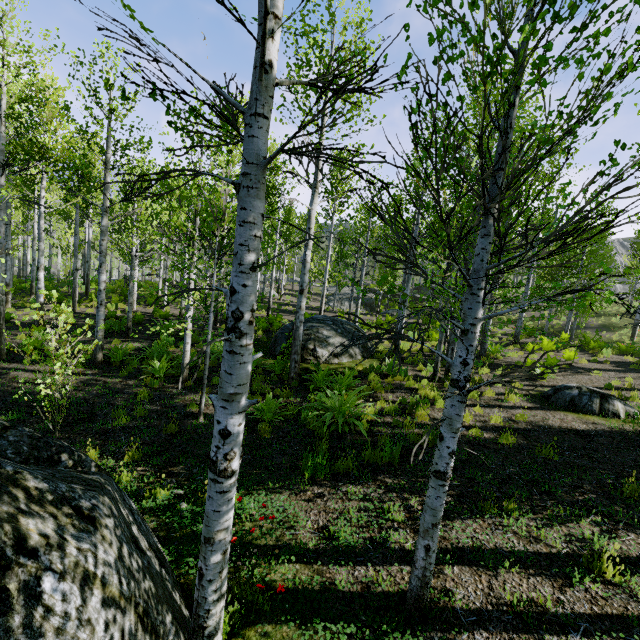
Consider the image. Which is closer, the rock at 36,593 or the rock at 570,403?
the rock at 36,593

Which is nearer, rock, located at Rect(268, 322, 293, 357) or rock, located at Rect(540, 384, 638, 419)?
rock, located at Rect(540, 384, 638, 419)

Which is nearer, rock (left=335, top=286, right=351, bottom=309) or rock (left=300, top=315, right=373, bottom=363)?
rock (left=300, top=315, right=373, bottom=363)

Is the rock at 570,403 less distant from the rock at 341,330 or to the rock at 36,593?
the rock at 341,330

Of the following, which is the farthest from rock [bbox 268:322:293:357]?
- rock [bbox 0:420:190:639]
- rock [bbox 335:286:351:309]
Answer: rock [bbox 335:286:351:309]

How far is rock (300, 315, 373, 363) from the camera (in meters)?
11.48

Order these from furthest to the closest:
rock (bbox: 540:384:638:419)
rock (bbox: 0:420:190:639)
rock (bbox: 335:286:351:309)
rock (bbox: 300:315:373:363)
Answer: rock (bbox: 335:286:351:309) → rock (bbox: 300:315:373:363) → rock (bbox: 540:384:638:419) → rock (bbox: 0:420:190:639)

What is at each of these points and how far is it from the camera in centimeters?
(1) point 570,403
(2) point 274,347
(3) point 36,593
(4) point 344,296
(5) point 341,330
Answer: (1) rock, 840cm
(2) rock, 1204cm
(3) rock, 153cm
(4) rock, 3603cm
(5) rock, 1253cm
